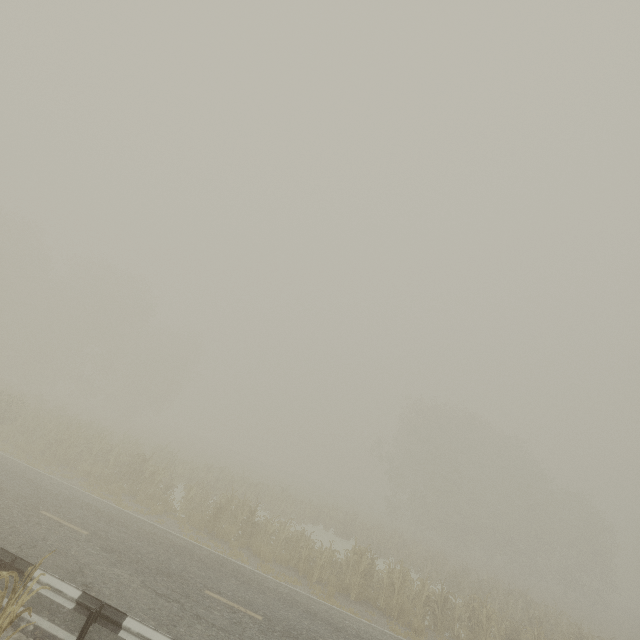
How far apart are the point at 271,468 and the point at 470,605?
49.2m

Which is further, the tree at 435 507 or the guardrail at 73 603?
the tree at 435 507

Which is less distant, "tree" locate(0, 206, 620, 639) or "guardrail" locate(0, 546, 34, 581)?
"guardrail" locate(0, 546, 34, 581)
